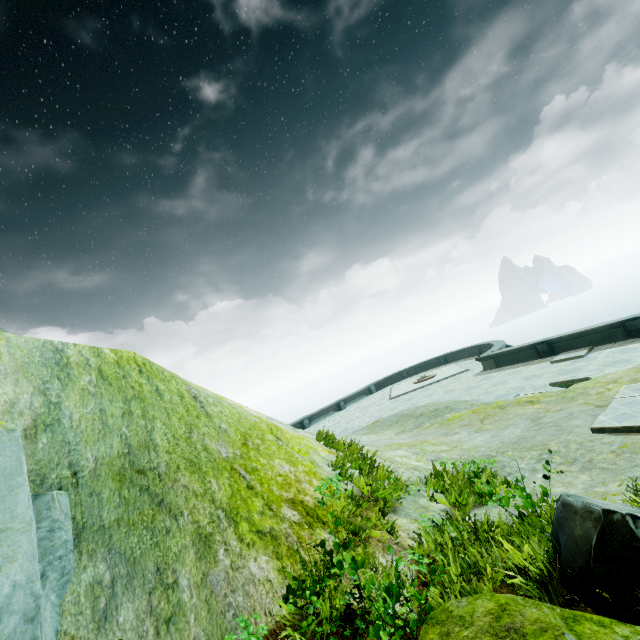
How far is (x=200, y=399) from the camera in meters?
5.2 m

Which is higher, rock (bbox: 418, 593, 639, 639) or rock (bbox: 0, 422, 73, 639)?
rock (bbox: 0, 422, 73, 639)

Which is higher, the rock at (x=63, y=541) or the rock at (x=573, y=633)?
the rock at (x=63, y=541)
